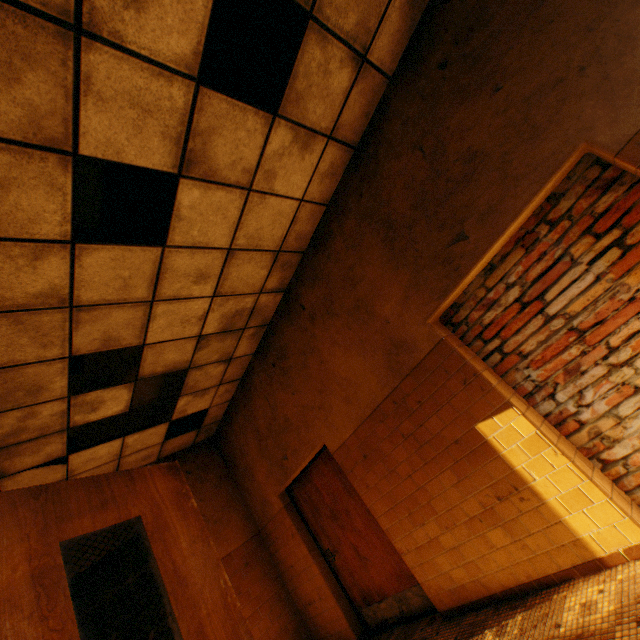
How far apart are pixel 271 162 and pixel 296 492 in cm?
480
